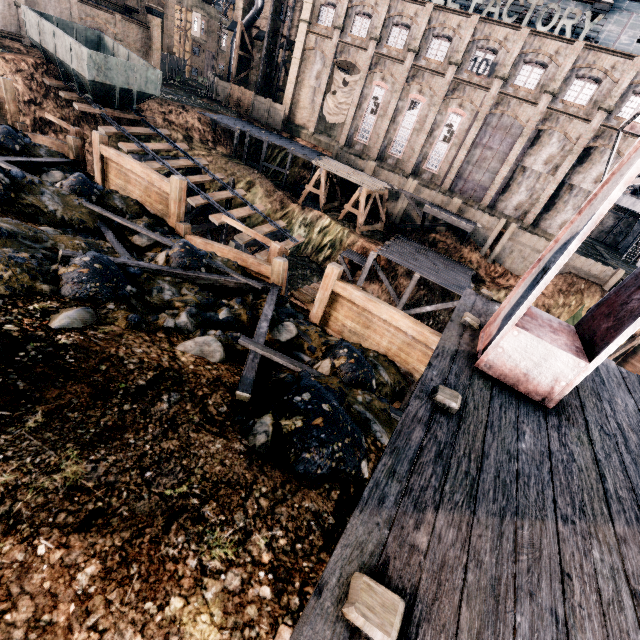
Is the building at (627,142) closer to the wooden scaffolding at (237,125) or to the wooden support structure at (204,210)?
the wooden scaffolding at (237,125)

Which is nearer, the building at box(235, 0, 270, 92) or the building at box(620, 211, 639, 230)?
the building at box(235, 0, 270, 92)

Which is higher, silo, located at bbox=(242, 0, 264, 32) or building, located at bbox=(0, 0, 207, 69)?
silo, located at bbox=(242, 0, 264, 32)

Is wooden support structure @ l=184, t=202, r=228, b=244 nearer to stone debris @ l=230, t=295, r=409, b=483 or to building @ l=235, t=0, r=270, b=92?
stone debris @ l=230, t=295, r=409, b=483

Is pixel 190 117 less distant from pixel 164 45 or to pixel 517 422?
pixel 164 45

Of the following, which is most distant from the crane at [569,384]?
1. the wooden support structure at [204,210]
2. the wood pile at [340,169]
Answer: the wood pile at [340,169]

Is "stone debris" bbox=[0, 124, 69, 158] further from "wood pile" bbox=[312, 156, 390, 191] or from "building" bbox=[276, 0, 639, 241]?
"building" bbox=[276, 0, 639, 241]

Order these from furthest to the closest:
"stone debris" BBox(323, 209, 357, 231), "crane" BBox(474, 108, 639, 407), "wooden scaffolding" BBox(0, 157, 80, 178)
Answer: "stone debris" BBox(323, 209, 357, 231) < "wooden scaffolding" BBox(0, 157, 80, 178) < "crane" BBox(474, 108, 639, 407)
